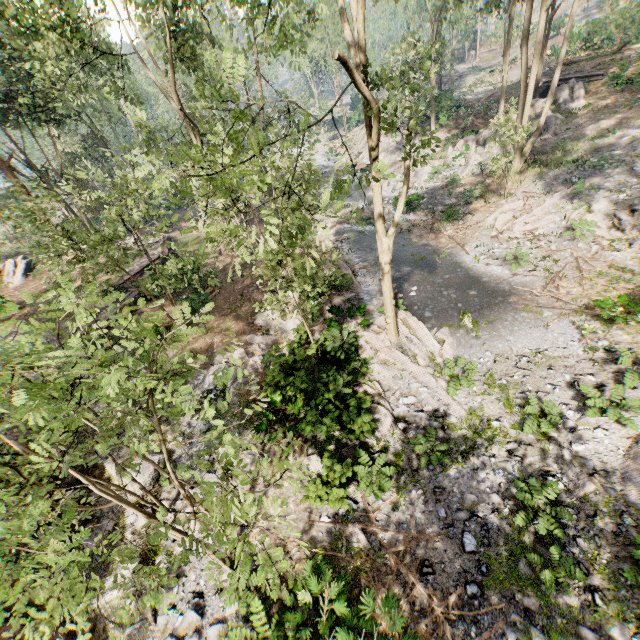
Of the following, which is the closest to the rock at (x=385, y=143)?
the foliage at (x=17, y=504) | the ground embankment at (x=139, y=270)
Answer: the foliage at (x=17, y=504)

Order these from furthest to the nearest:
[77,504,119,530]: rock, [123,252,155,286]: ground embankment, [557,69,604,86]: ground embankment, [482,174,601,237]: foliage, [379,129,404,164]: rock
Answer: [379,129,404,164]: rock < [557,69,604,86]: ground embankment < [123,252,155,286]: ground embankment < [482,174,601,237]: foliage < [77,504,119,530]: rock

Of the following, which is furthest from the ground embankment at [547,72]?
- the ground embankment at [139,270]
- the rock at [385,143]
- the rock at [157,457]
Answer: the rock at [157,457]

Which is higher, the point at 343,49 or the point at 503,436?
the point at 343,49

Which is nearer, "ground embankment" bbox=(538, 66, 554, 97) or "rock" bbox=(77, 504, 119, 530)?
"rock" bbox=(77, 504, 119, 530)

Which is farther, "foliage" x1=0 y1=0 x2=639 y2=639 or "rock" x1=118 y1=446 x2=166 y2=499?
"rock" x1=118 y1=446 x2=166 y2=499

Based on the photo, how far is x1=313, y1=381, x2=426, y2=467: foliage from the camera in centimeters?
1015cm
